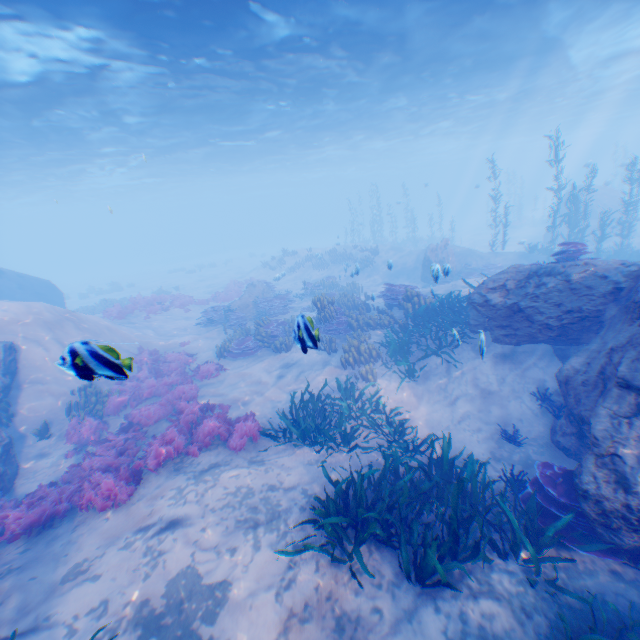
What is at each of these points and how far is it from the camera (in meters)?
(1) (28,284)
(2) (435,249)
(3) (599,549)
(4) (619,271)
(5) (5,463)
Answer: (1) submarine, 21.25
(2) rock, 20.97
(3) instancedfoliageactor, 5.30
(4) rock, 6.97
(5) rock, 8.62

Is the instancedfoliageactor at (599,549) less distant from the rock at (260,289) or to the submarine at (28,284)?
the submarine at (28,284)

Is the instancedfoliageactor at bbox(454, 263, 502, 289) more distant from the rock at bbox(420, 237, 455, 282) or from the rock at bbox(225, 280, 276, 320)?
the rock at bbox(225, 280, 276, 320)

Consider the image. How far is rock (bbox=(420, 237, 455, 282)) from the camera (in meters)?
9.38

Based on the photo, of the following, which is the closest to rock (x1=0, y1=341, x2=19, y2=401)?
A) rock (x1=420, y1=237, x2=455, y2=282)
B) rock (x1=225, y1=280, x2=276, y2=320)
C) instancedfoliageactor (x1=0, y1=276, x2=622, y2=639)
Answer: instancedfoliageactor (x1=0, y1=276, x2=622, y2=639)

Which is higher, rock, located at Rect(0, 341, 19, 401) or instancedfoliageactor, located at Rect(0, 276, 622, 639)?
rock, located at Rect(0, 341, 19, 401)

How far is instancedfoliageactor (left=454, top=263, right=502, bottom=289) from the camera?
12.09m

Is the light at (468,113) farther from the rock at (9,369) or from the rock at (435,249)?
the rock at (435,249)
